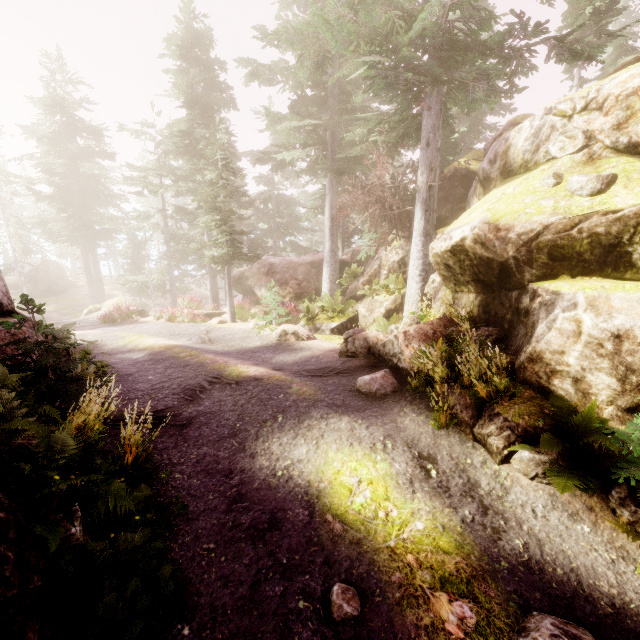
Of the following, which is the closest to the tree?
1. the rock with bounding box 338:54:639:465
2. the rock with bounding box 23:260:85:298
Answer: the rock with bounding box 338:54:639:465

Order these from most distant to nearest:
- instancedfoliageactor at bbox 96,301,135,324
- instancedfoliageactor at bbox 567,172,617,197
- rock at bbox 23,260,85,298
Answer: rock at bbox 23,260,85,298, instancedfoliageactor at bbox 96,301,135,324, instancedfoliageactor at bbox 567,172,617,197

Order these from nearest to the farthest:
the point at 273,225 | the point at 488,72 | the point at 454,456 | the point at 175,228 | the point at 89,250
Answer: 1. the point at 454,456
2. the point at 488,72
3. the point at 175,228
4. the point at 273,225
5. the point at 89,250

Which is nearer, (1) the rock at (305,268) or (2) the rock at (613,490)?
(2) the rock at (613,490)

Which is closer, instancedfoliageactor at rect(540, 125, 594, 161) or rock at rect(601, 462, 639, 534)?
rock at rect(601, 462, 639, 534)

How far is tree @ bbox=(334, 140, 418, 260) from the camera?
13.0 meters

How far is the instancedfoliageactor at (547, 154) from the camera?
6.82m
